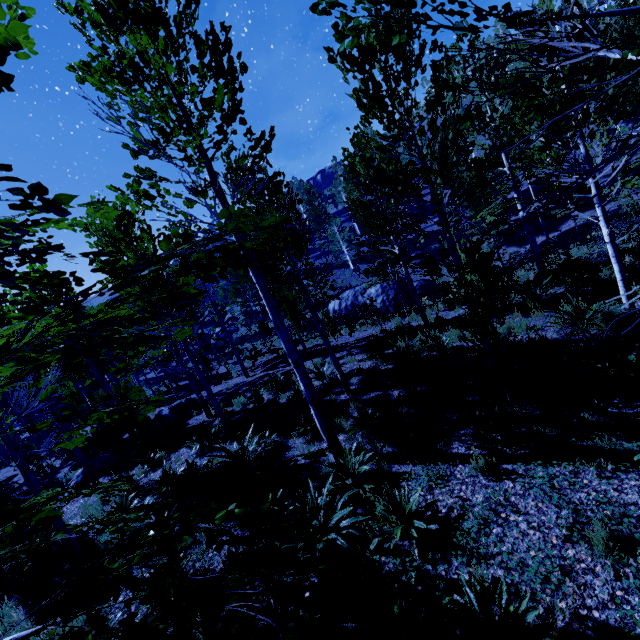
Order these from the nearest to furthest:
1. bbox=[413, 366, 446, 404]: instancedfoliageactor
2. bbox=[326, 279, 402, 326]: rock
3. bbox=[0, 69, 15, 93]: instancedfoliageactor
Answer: bbox=[0, 69, 15, 93]: instancedfoliageactor
bbox=[413, 366, 446, 404]: instancedfoliageactor
bbox=[326, 279, 402, 326]: rock

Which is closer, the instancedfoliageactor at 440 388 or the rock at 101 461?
the instancedfoliageactor at 440 388

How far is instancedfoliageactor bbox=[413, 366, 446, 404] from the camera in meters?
7.0

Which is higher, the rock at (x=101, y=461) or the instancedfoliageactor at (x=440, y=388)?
the instancedfoliageactor at (x=440, y=388)

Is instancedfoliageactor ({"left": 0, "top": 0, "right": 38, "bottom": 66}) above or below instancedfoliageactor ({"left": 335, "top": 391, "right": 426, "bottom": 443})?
above

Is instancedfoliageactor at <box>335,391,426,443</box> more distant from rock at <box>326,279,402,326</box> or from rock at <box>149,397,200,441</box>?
rock at <box>326,279,402,326</box>

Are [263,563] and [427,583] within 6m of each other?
yes
